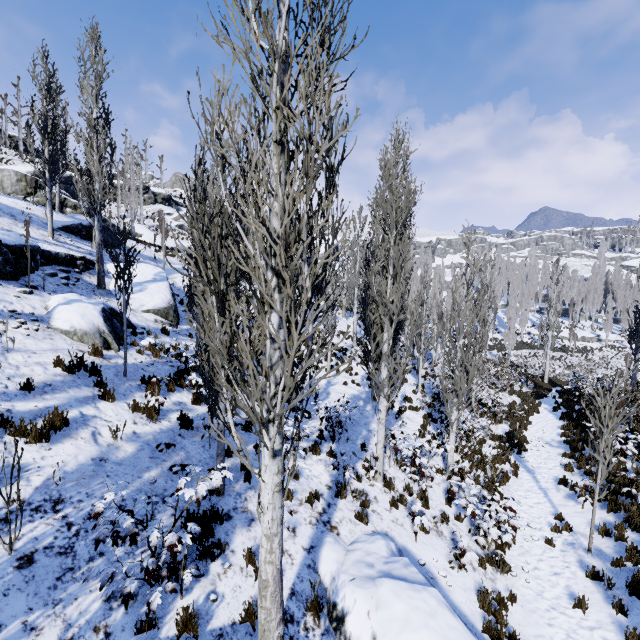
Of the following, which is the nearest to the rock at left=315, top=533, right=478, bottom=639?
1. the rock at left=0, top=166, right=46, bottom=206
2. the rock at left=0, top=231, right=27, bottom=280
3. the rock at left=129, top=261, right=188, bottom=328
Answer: the rock at left=0, top=231, right=27, bottom=280

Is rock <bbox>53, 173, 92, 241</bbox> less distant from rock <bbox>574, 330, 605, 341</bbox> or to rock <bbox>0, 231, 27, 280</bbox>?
rock <bbox>0, 231, 27, 280</bbox>

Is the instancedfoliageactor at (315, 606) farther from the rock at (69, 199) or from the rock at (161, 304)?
the rock at (69, 199)

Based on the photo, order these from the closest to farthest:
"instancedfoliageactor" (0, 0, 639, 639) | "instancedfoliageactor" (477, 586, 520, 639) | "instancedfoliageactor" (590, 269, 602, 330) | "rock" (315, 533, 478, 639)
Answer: "instancedfoliageactor" (0, 0, 639, 639) < "rock" (315, 533, 478, 639) < "instancedfoliageactor" (477, 586, 520, 639) < "instancedfoliageactor" (590, 269, 602, 330)

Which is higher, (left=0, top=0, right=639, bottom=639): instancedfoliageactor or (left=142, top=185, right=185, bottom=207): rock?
(left=142, top=185, right=185, bottom=207): rock

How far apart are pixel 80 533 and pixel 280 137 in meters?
6.4

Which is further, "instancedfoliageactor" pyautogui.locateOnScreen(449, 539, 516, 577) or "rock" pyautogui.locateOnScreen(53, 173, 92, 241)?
"rock" pyautogui.locateOnScreen(53, 173, 92, 241)

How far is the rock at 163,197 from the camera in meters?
49.8 m
